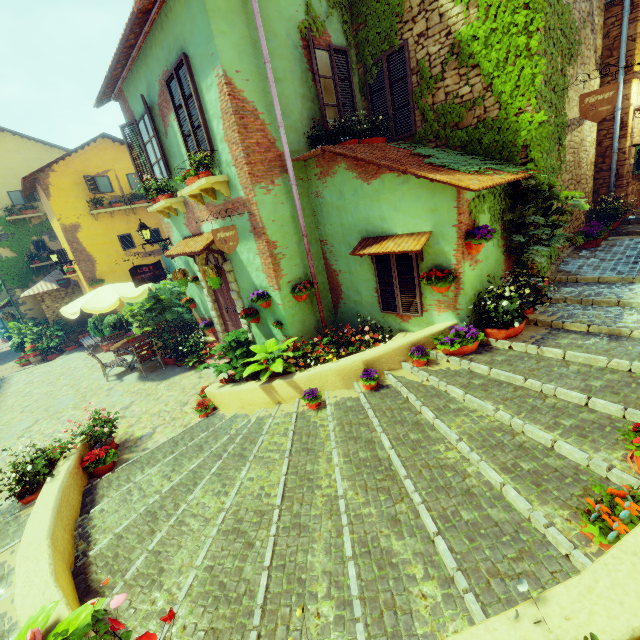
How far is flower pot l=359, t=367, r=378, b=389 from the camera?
5.2m

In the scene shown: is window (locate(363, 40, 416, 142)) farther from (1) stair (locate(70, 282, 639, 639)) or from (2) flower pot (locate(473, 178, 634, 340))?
(1) stair (locate(70, 282, 639, 639))

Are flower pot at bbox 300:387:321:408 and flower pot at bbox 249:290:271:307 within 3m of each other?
yes

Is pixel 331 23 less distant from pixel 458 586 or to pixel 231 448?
pixel 231 448

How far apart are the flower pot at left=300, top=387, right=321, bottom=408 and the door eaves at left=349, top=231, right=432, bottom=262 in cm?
Result: 257

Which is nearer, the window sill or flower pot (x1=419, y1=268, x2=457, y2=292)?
flower pot (x1=419, y1=268, x2=457, y2=292)

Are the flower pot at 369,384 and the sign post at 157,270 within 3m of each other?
no

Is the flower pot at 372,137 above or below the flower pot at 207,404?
above
